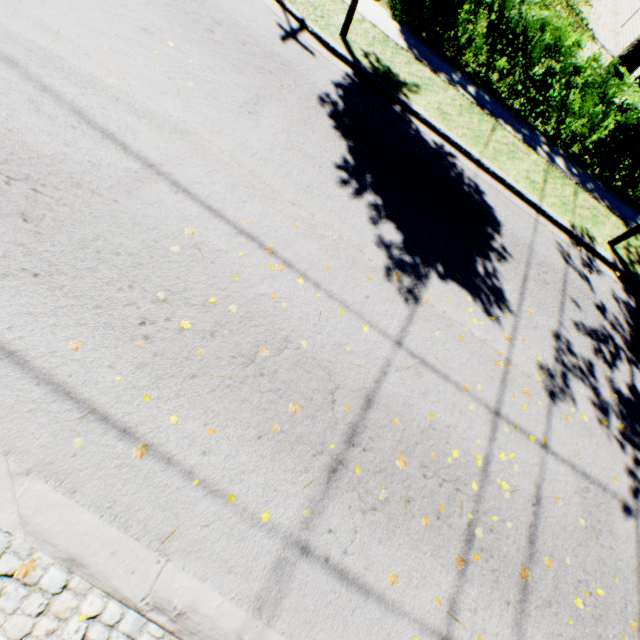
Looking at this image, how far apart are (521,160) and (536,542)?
8.13m

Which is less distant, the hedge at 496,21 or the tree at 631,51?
the hedge at 496,21

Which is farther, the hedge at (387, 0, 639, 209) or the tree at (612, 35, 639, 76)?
the tree at (612, 35, 639, 76)
